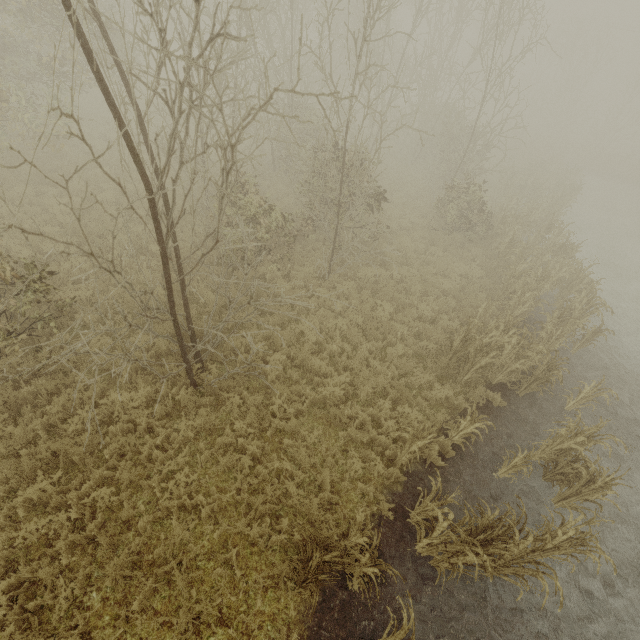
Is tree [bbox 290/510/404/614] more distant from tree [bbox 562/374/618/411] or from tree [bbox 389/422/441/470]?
tree [bbox 562/374/618/411]

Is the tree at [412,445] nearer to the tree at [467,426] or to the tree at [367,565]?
the tree at [467,426]

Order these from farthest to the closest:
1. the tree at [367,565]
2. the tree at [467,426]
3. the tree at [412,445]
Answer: the tree at [467,426]
the tree at [412,445]
the tree at [367,565]

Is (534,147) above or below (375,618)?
above

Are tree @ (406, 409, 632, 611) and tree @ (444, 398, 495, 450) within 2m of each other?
yes

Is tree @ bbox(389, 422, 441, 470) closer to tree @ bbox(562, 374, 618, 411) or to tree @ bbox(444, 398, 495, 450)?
tree @ bbox(444, 398, 495, 450)

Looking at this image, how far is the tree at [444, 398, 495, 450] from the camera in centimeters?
671cm

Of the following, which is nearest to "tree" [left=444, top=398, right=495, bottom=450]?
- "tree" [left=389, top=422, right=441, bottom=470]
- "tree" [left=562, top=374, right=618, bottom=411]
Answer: "tree" [left=389, top=422, right=441, bottom=470]
